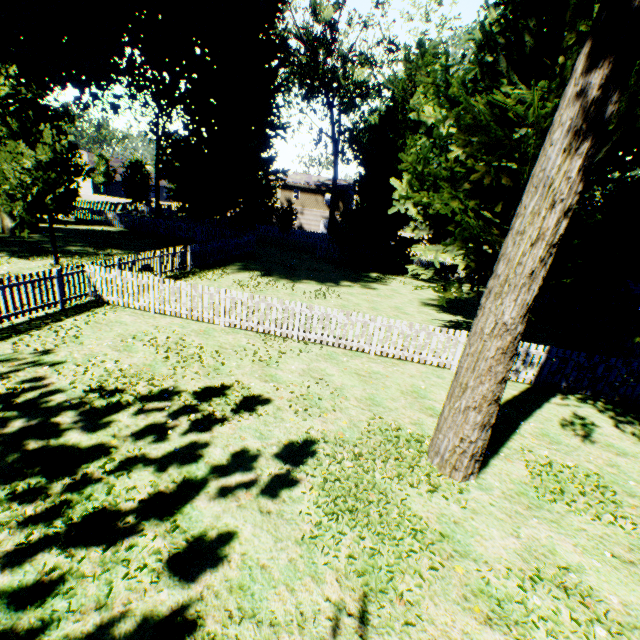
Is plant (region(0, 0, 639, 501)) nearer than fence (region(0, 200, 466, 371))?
Yes

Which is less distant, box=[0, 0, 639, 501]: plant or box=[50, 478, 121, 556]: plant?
box=[50, 478, 121, 556]: plant

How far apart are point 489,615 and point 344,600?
1.7 meters

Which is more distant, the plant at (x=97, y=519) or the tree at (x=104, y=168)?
the tree at (x=104, y=168)

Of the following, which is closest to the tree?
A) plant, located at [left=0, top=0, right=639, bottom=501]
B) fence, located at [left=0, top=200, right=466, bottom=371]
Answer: fence, located at [left=0, top=200, right=466, bottom=371]

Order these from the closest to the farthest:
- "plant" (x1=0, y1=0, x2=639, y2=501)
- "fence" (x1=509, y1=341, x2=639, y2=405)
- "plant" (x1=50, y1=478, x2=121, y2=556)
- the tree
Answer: "plant" (x1=50, y1=478, x2=121, y2=556)
"plant" (x1=0, y1=0, x2=639, y2=501)
"fence" (x1=509, y1=341, x2=639, y2=405)
the tree

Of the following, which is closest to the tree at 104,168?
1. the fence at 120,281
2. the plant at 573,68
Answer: the fence at 120,281
